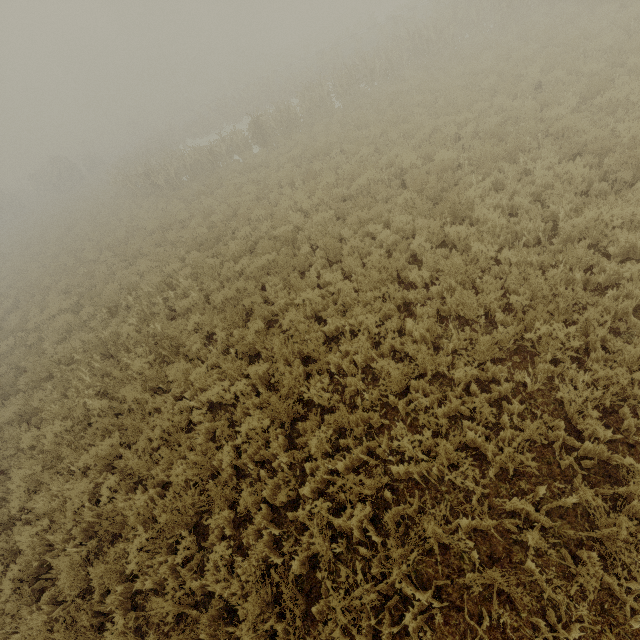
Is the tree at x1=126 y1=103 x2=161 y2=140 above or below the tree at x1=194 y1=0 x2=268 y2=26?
below

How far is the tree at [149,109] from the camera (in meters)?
50.88

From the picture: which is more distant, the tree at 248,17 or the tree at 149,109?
the tree at 248,17

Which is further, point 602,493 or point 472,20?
point 472,20

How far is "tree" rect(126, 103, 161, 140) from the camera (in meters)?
50.88

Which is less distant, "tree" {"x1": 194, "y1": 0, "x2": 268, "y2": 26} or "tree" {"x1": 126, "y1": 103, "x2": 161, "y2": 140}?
"tree" {"x1": 126, "y1": 103, "x2": 161, "y2": 140}
